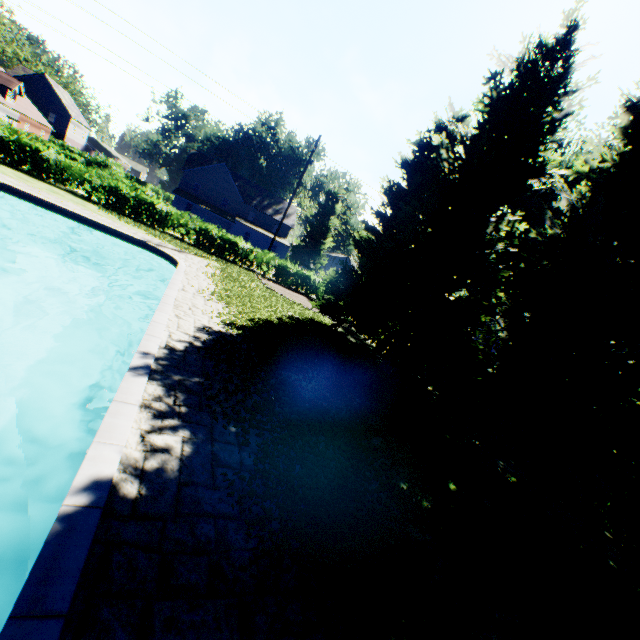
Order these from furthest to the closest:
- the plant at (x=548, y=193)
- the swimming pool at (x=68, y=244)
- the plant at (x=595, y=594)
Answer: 1. the plant at (x=548, y=193)
2. the plant at (x=595, y=594)
3. the swimming pool at (x=68, y=244)

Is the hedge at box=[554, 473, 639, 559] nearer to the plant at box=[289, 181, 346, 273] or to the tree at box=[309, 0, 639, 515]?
the tree at box=[309, 0, 639, 515]

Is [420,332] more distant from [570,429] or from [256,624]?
[256,624]

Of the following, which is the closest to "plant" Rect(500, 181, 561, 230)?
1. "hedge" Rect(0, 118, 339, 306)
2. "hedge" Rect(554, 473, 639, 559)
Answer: "hedge" Rect(0, 118, 339, 306)

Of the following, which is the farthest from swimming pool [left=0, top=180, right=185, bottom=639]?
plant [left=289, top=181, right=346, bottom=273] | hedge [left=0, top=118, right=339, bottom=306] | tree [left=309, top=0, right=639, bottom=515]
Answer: hedge [left=0, top=118, right=339, bottom=306]

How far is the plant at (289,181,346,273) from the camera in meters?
51.9

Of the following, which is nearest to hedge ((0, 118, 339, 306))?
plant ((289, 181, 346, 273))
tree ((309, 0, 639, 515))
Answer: tree ((309, 0, 639, 515))

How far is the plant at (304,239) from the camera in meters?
51.9 m
